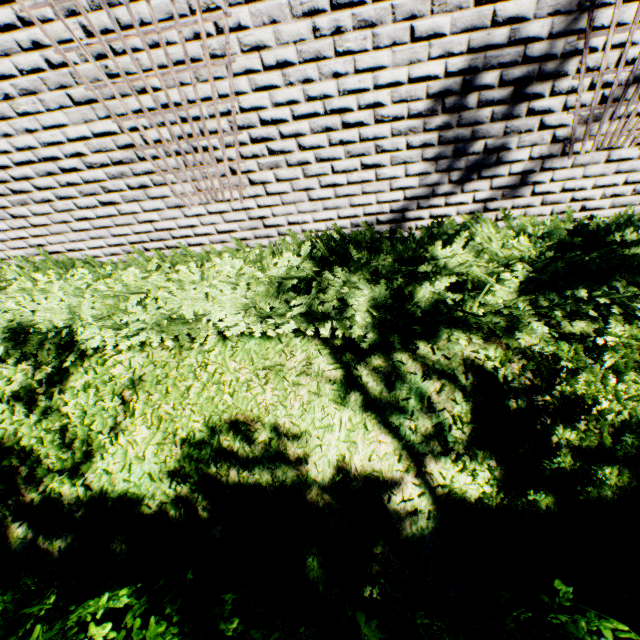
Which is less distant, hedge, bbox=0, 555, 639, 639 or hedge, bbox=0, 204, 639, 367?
hedge, bbox=0, 555, 639, 639

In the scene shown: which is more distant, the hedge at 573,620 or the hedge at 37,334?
the hedge at 37,334

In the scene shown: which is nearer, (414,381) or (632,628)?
(632,628)
